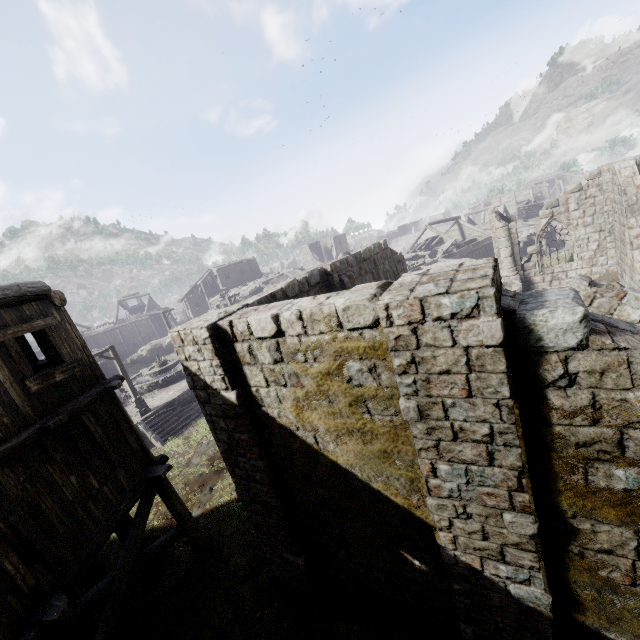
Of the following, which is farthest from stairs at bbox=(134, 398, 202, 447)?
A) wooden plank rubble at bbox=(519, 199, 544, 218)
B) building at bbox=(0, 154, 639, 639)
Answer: wooden plank rubble at bbox=(519, 199, 544, 218)

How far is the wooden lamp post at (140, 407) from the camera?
19.1m

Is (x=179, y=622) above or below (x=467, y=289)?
below

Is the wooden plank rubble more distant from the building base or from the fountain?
the fountain

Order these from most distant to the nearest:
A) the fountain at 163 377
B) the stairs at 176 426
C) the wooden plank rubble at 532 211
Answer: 1. the wooden plank rubble at 532 211
2. the fountain at 163 377
3. the stairs at 176 426

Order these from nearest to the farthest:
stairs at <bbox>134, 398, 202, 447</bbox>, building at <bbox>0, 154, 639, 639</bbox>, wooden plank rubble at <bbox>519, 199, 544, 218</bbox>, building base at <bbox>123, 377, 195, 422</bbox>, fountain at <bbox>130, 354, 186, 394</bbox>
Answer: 1. building at <bbox>0, 154, 639, 639</bbox>
2. stairs at <bbox>134, 398, 202, 447</bbox>
3. building base at <bbox>123, 377, 195, 422</bbox>
4. fountain at <bbox>130, 354, 186, 394</bbox>
5. wooden plank rubble at <bbox>519, 199, 544, 218</bbox>

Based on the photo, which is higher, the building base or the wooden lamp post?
the wooden lamp post

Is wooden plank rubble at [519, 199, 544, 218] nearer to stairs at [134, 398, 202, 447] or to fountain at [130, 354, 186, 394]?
fountain at [130, 354, 186, 394]
